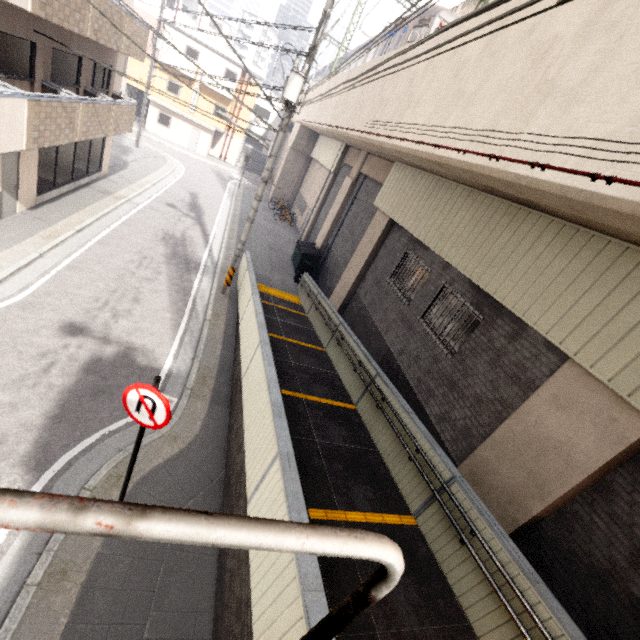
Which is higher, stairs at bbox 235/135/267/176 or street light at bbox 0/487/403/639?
street light at bbox 0/487/403/639

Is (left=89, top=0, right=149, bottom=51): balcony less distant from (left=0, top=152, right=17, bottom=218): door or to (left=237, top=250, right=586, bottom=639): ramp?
(left=0, top=152, right=17, bottom=218): door

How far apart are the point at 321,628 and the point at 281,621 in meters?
1.7

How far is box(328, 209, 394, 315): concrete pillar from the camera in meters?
12.5 m

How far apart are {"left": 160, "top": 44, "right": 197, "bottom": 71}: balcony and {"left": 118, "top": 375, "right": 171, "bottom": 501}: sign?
36.0m

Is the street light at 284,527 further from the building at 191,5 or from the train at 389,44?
the building at 191,5

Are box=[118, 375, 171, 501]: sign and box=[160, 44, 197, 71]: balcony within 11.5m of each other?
no

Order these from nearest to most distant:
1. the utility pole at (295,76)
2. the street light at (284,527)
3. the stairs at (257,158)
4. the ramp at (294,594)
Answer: the street light at (284,527)
the ramp at (294,594)
the utility pole at (295,76)
the stairs at (257,158)
